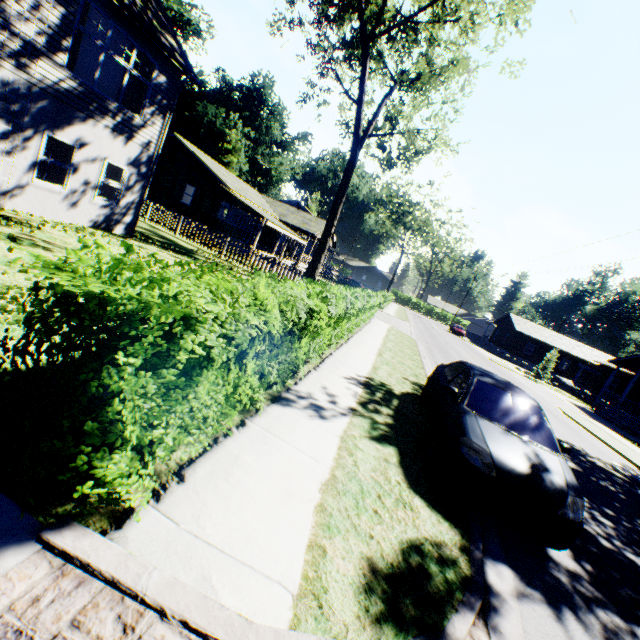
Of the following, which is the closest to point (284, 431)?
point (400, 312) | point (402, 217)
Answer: point (400, 312)

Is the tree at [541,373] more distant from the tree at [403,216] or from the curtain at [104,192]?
the curtain at [104,192]

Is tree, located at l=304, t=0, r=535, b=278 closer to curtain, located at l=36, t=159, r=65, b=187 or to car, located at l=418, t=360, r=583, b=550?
curtain, located at l=36, t=159, r=65, b=187

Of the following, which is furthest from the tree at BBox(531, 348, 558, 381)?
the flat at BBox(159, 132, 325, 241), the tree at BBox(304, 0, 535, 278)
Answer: the flat at BBox(159, 132, 325, 241)

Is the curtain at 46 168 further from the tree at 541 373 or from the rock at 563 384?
the rock at 563 384

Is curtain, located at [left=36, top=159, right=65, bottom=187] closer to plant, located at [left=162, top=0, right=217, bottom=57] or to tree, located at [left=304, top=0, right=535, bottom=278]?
tree, located at [left=304, top=0, right=535, bottom=278]

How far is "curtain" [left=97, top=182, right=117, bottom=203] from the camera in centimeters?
1199cm

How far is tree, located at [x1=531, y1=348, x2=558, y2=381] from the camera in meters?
32.0
